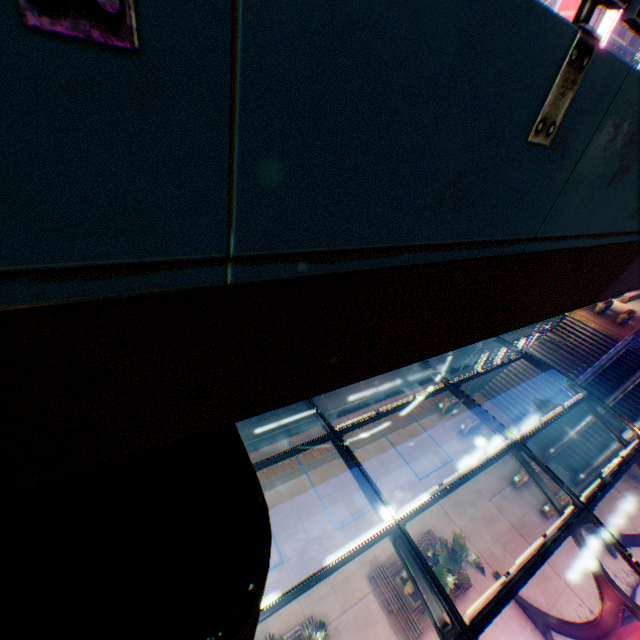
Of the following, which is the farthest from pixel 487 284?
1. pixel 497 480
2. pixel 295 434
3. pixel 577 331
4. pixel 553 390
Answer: pixel 577 331

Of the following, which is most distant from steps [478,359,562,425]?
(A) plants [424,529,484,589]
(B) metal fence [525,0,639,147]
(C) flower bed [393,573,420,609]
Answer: (C) flower bed [393,573,420,609]

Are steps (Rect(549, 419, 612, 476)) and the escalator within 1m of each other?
yes

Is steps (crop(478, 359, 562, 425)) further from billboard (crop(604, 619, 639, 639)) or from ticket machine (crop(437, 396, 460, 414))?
billboard (crop(604, 619, 639, 639))

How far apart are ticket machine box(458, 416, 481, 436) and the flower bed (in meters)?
9.82

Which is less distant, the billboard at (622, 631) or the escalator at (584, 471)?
the billboard at (622, 631)

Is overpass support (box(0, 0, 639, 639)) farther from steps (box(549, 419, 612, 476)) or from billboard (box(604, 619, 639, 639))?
billboard (box(604, 619, 639, 639))

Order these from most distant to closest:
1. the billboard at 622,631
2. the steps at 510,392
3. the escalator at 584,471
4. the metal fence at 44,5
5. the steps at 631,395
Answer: the steps at 510,392 < the steps at 631,395 < the escalator at 584,471 < the billboard at 622,631 < the metal fence at 44,5
